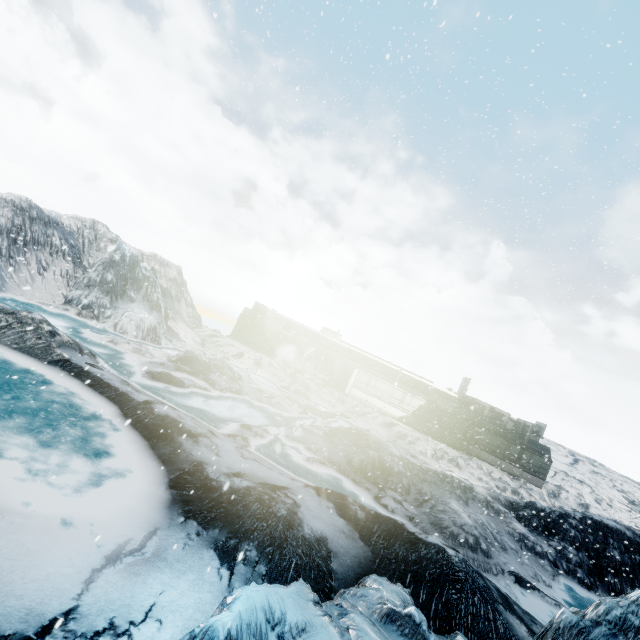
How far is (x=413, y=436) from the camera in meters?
25.6
